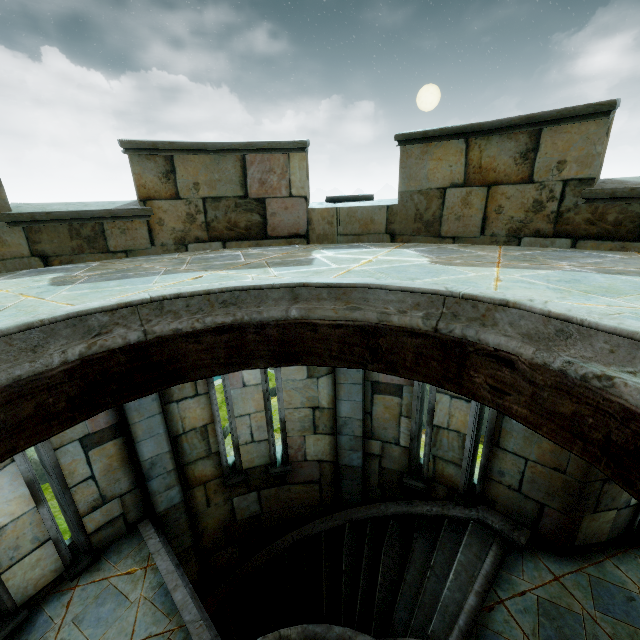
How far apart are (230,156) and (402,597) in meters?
6.8
